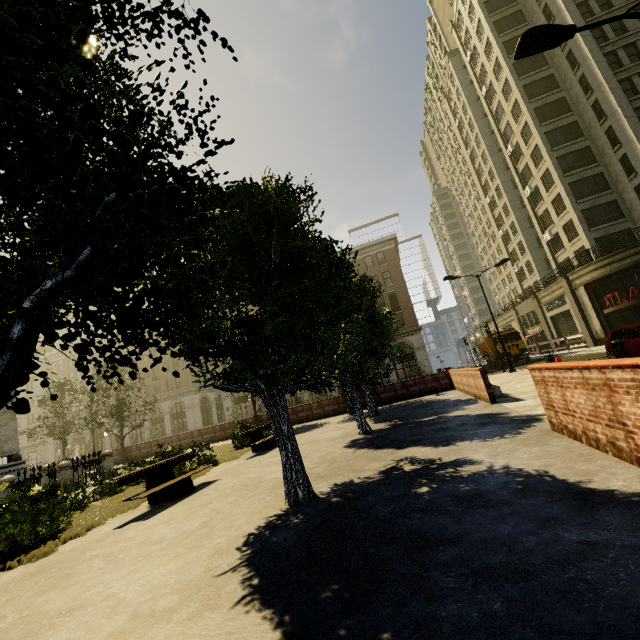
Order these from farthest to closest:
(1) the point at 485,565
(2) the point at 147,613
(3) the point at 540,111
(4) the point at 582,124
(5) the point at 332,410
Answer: (3) the point at 540,111 → (4) the point at 582,124 → (5) the point at 332,410 → (2) the point at 147,613 → (1) the point at 485,565

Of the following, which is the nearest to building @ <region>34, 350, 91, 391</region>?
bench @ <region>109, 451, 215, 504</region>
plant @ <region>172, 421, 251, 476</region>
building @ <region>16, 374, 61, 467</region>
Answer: building @ <region>16, 374, 61, 467</region>

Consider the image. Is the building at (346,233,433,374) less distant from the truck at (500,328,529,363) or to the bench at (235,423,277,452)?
the truck at (500,328,529,363)

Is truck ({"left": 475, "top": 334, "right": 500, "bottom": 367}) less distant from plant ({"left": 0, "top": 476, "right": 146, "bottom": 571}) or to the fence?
plant ({"left": 0, "top": 476, "right": 146, "bottom": 571})

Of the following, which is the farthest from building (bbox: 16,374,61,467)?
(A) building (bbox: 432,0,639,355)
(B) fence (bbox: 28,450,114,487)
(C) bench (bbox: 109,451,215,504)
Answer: (B) fence (bbox: 28,450,114,487)

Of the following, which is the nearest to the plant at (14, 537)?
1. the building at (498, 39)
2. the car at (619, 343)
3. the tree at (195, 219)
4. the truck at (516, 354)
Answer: the tree at (195, 219)

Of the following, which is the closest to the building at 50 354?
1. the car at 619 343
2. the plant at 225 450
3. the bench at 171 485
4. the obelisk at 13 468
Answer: the car at 619 343

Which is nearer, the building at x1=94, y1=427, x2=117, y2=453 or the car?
the car
